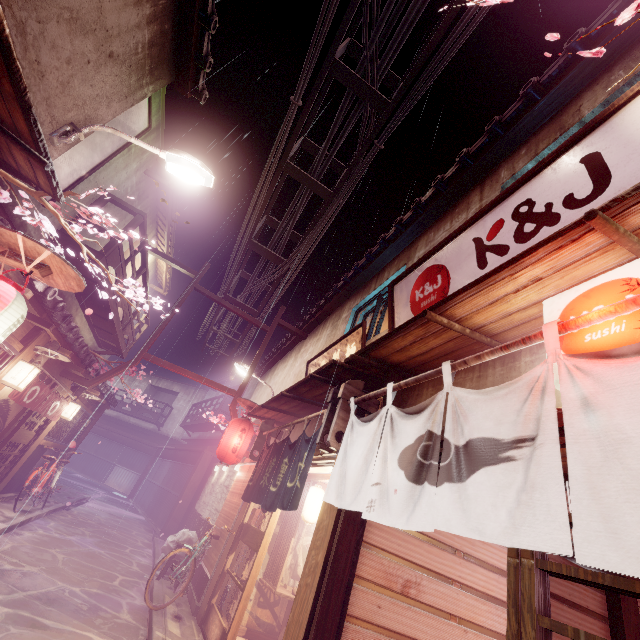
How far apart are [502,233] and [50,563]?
17.5 meters

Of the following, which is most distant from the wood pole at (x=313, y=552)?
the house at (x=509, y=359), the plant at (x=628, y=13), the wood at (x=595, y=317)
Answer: the plant at (x=628, y=13)

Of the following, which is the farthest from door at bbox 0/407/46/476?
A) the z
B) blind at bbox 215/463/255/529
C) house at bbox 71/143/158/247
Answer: blind at bbox 215/463/255/529

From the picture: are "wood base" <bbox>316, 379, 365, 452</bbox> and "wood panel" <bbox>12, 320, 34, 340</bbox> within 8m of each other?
no

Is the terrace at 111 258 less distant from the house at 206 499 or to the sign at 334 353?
the sign at 334 353

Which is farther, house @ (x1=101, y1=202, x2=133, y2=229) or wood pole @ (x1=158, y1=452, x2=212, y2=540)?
wood pole @ (x1=158, y1=452, x2=212, y2=540)

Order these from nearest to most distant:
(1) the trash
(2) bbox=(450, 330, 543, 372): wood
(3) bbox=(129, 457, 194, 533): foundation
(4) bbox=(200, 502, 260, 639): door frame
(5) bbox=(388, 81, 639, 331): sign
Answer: (2) bbox=(450, 330, 543, 372): wood
(5) bbox=(388, 81, 639, 331): sign
(4) bbox=(200, 502, 260, 639): door frame
(1) the trash
(3) bbox=(129, 457, 194, 533): foundation

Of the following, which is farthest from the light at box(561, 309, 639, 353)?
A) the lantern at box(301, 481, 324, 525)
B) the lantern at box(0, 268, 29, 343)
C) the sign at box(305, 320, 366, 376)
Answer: the lantern at box(301, 481, 324, 525)
